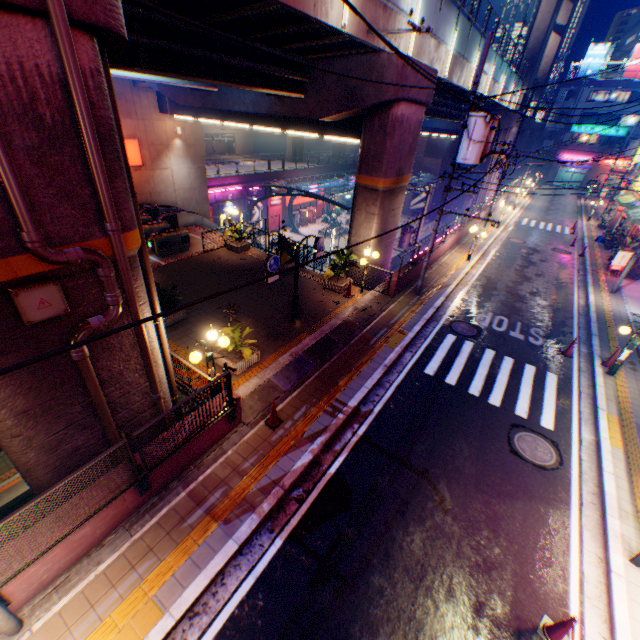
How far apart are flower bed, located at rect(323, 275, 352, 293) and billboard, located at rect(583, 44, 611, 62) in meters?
68.4

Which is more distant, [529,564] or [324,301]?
[324,301]

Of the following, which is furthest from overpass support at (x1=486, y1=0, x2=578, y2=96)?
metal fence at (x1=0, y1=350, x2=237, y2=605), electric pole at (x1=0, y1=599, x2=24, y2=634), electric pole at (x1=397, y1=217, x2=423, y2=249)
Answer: electric pole at (x1=397, y1=217, x2=423, y2=249)

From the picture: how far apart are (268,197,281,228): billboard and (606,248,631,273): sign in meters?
32.1 m

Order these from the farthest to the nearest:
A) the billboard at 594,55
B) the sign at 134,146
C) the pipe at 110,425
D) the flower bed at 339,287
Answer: the billboard at 594,55 < the sign at 134,146 < the flower bed at 339,287 < the pipe at 110,425

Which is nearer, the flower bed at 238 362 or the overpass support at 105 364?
the overpass support at 105 364

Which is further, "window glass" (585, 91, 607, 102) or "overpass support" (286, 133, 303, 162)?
"window glass" (585, 91, 607, 102)

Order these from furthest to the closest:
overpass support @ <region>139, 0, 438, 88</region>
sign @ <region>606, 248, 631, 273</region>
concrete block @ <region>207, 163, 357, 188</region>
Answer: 1. concrete block @ <region>207, 163, 357, 188</region>
2. sign @ <region>606, 248, 631, 273</region>
3. overpass support @ <region>139, 0, 438, 88</region>
